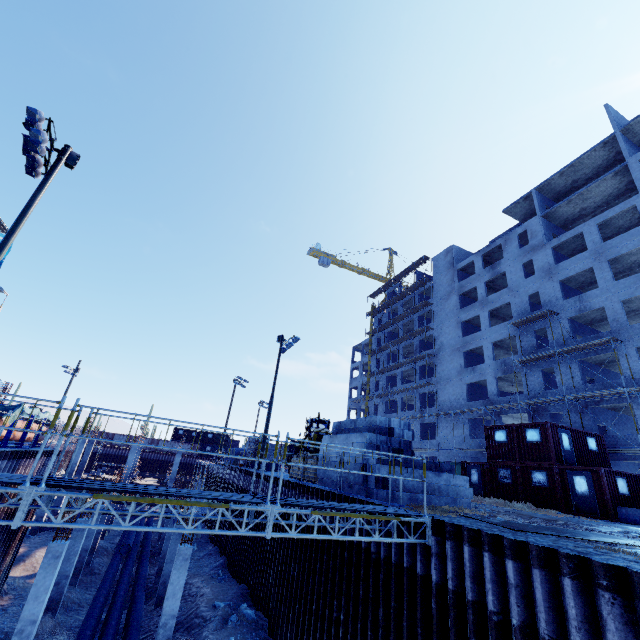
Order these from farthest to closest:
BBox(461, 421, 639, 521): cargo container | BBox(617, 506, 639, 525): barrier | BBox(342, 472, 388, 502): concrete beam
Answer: BBox(461, 421, 639, 521): cargo container
BBox(617, 506, 639, 525): barrier
BBox(342, 472, 388, 502): concrete beam

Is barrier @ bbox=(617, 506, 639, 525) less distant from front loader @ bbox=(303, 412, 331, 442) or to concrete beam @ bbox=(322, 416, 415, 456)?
concrete beam @ bbox=(322, 416, 415, 456)

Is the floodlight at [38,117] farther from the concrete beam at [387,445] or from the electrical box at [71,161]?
the concrete beam at [387,445]

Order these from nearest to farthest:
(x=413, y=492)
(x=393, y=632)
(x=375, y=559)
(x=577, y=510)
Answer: (x=393, y=632), (x=375, y=559), (x=413, y=492), (x=577, y=510)

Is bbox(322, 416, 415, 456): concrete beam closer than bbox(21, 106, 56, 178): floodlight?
No

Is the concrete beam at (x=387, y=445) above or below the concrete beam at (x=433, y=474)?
above

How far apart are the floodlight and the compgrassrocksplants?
20.5m
